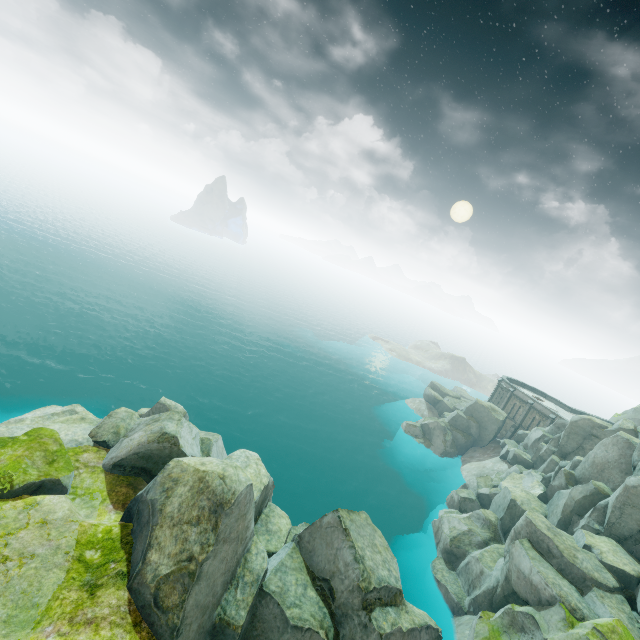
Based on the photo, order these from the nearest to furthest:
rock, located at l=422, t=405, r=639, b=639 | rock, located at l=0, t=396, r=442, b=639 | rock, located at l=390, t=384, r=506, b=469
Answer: rock, located at l=0, t=396, r=442, b=639, rock, located at l=422, t=405, r=639, b=639, rock, located at l=390, t=384, r=506, b=469

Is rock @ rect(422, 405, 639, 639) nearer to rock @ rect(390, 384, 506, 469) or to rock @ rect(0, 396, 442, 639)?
rock @ rect(0, 396, 442, 639)

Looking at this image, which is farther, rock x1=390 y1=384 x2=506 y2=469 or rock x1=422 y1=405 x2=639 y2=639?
rock x1=390 y1=384 x2=506 y2=469

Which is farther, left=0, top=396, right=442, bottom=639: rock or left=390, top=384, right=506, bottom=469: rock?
left=390, top=384, right=506, bottom=469: rock

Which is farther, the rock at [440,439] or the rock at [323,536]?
the rock at [440,439]

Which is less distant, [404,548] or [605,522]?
[605,522]

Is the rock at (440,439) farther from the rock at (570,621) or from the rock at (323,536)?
the rock at (323,536)

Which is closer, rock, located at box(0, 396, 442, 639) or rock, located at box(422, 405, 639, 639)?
rock, located at box(0, 396, 442, 639)
